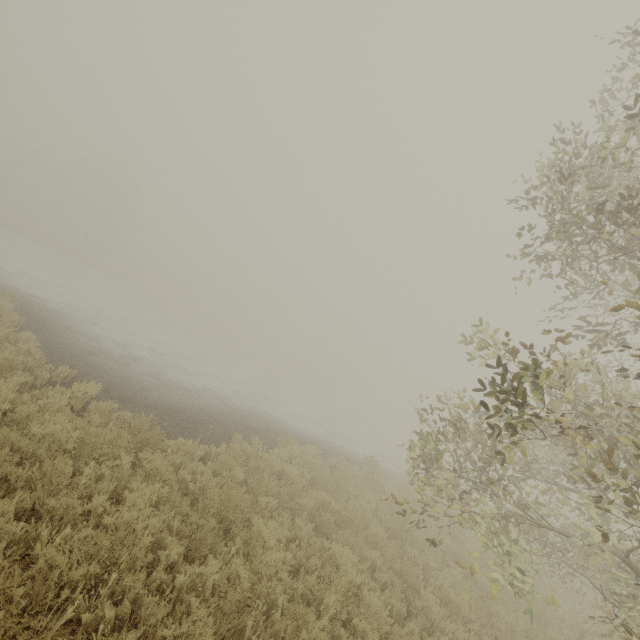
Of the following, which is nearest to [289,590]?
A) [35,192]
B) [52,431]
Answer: [52,431]
